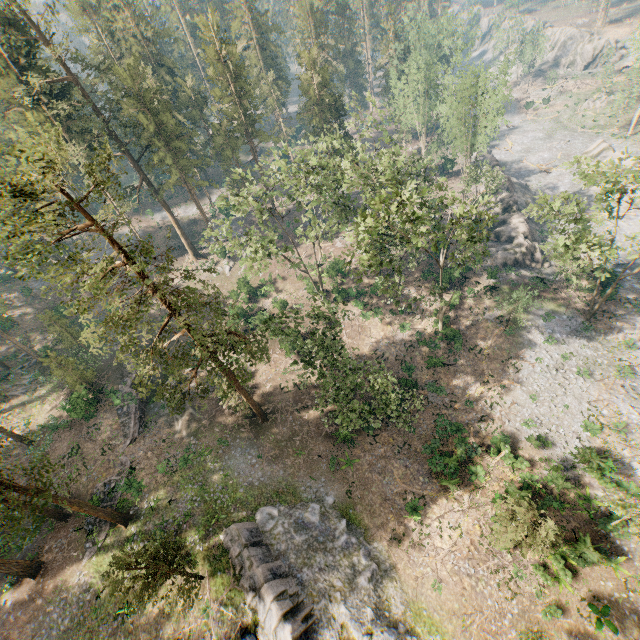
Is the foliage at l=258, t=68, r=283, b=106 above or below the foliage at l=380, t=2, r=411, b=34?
below

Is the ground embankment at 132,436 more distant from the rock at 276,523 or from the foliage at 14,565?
the rock at 276,523

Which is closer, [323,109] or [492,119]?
[492,119]

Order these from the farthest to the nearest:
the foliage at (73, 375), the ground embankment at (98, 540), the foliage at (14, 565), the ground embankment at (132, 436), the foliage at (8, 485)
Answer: the foliage at (73, 375)
the ground embankment at (132, 436)
the ground embankment at (98, 540)
the foliage at (14, 565)
the foliage at (8, 485)

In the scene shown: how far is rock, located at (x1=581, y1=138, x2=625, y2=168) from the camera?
51.6m

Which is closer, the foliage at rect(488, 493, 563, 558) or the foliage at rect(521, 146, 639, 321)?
the foliage at rect(488, 493, 563, 558)

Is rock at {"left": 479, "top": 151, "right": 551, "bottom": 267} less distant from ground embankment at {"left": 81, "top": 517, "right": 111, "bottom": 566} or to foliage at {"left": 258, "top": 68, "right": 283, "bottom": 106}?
foliage at {"left": 258, "top": 68, "right": 283, "bottom": 106}

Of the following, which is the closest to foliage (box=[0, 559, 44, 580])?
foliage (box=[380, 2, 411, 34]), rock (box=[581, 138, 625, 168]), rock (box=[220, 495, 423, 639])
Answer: rock (box=[220, 495, 423, 639])
